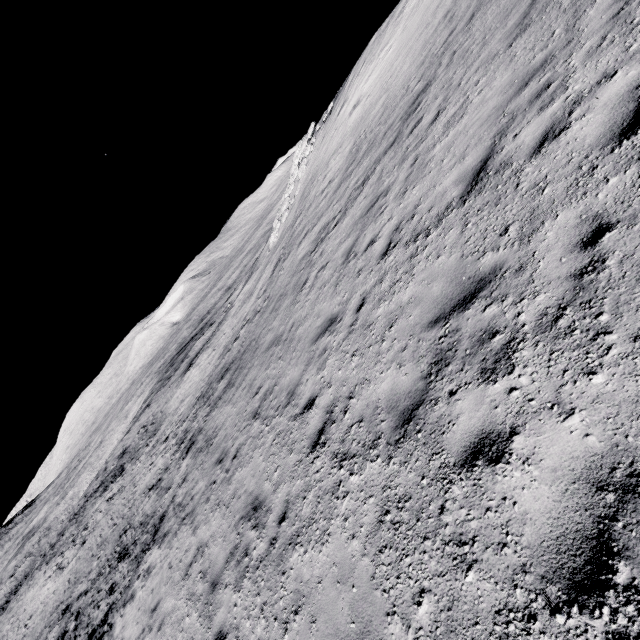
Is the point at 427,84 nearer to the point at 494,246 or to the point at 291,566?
the point at 494,246
